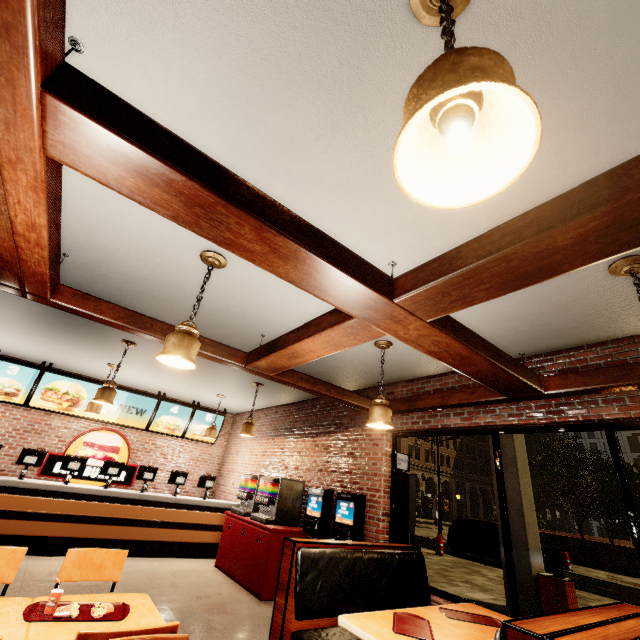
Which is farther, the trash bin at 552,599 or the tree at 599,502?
the tree at 599,502

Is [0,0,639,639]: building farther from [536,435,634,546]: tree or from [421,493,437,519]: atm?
[536,435,634,546]: tree

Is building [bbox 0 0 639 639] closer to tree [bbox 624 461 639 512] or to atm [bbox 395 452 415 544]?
atm [bbox 395 452 415 544]

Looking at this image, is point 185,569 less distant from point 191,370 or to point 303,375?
point 191,370

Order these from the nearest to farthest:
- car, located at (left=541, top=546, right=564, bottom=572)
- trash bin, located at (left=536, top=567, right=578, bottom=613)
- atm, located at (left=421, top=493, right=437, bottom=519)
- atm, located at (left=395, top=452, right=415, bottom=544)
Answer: atm, located at (left=395, top=452, right=415, bottom=544)
trash bin, located at (left=536, top=567, right=578, bottom=613)
car, located at (left=541, top=546, right=564, bottom=572)
atm, located at (left=421, top=493, right=437, bottom=519)

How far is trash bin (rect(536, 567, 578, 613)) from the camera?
6.1 meters

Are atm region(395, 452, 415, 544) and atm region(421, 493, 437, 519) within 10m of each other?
no

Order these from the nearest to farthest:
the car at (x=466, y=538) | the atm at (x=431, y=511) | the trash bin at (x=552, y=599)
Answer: the trash bin at (x=552, y=599) → the car at (x=466, y=538) → the atm at (x=431, y=511)
